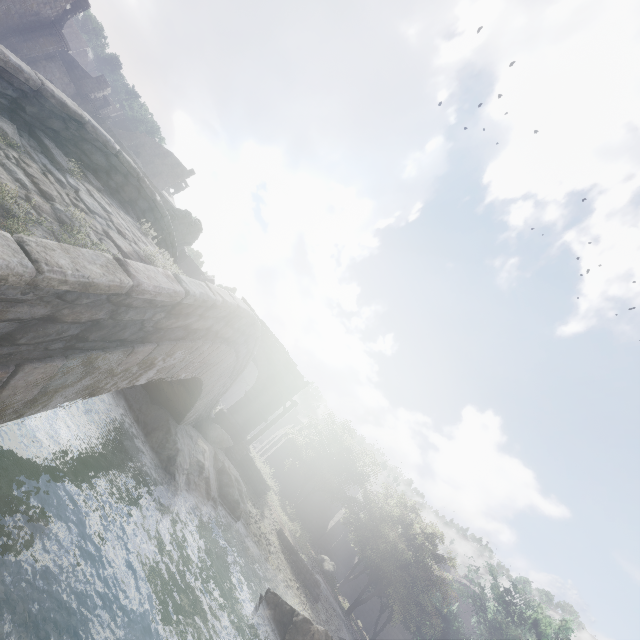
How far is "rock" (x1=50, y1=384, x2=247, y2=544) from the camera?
8.3m

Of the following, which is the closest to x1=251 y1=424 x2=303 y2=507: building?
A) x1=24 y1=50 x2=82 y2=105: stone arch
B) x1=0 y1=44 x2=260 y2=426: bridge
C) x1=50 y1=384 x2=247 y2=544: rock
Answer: x1=24 y1=50 x2=82 y2=105: stone arch

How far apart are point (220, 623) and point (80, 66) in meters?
49.7 m

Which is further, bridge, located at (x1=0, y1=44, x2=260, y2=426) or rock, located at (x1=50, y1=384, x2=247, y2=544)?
rock, located at (x1=50, y1=384, x2=247, y2=544)

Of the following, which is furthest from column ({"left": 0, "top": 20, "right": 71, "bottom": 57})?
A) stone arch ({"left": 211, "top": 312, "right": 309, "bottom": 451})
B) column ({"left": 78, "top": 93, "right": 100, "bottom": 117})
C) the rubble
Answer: the rubble

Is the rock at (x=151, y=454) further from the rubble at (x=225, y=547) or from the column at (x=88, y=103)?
the column at (x=88, y=103)

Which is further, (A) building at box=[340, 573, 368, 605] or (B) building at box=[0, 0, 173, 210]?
(A) building at box=[340, 573, 368, 605]

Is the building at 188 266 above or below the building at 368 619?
above
